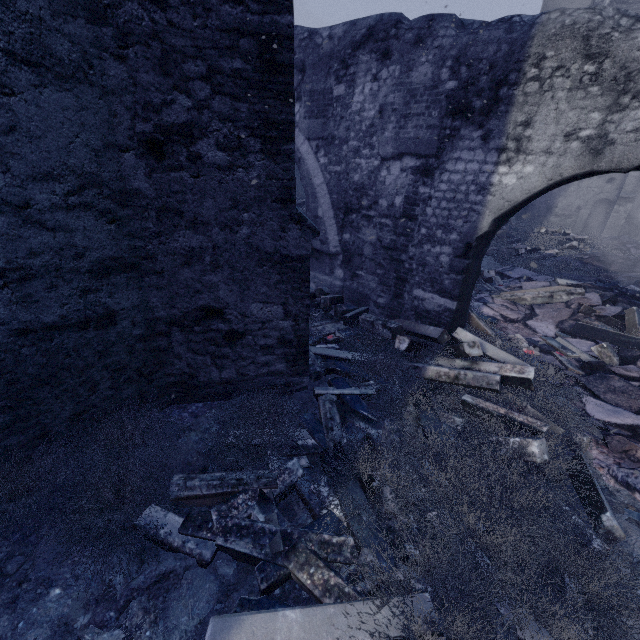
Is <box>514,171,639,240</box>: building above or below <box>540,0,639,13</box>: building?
below

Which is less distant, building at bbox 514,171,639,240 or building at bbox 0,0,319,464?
building at bbox 0,0,319,464

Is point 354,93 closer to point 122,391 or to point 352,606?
point 122,391

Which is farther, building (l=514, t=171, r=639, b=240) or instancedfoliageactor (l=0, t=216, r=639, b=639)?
building (l=514, t=171, r=639, b=240)

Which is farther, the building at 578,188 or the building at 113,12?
the building at 578,188

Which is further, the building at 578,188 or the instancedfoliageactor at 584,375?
the building at 578,188
